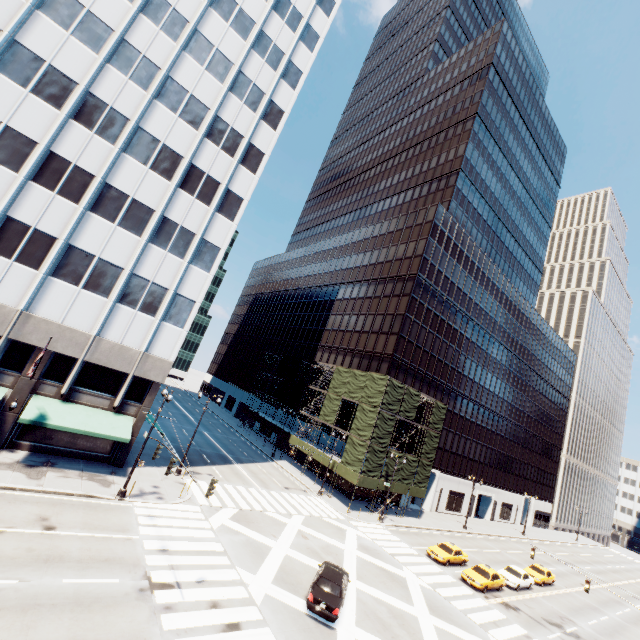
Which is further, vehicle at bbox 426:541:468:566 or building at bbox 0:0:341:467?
vehicle at bbox 426:541:468:566

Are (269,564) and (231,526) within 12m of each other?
yes

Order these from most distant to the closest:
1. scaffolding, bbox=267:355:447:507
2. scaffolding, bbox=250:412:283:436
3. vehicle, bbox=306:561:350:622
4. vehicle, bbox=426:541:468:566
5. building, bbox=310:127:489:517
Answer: scaffolding, bbox=250:412:283:436
building, bbox=310:127:489:517
scaffolding, bbox=267:355:447:507
vehicle, bbox=426:541:468:566
vehicle, bbox=306:561:350:622

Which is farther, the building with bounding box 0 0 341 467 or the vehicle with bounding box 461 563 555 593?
the vehicle with bounding box 461 563 555 593

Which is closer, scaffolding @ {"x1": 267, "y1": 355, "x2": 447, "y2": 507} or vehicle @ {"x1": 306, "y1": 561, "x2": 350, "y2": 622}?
vehicle @ {"x1": 306, "y1": 561, "x2": 350, "y2": 622}

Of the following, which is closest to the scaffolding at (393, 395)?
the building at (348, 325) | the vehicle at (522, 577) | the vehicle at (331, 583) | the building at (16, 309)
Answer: the building at (348, 325)

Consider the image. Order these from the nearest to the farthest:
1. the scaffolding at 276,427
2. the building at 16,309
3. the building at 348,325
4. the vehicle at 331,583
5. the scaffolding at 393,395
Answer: the vehicle at 331,583
the building at 16,309
the scaffolding at 393,395
the building at 348,325
the scaffolding at 276,427

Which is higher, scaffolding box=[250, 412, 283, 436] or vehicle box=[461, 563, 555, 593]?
scaffolding box=[250, 412, 283, 436]
